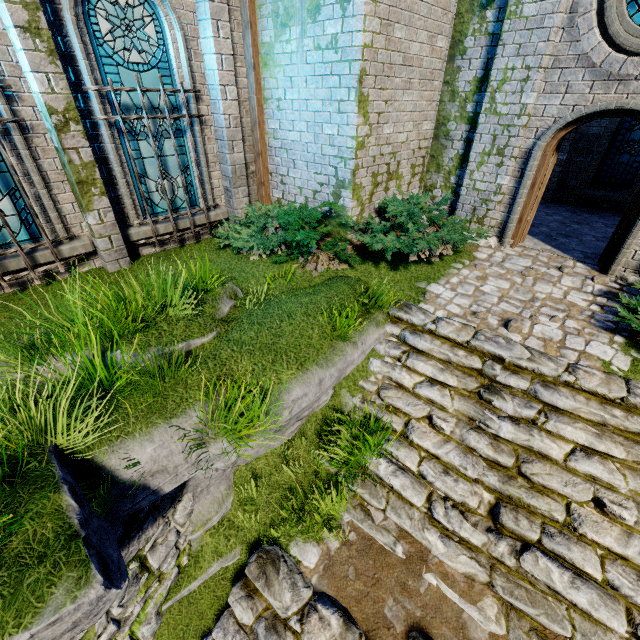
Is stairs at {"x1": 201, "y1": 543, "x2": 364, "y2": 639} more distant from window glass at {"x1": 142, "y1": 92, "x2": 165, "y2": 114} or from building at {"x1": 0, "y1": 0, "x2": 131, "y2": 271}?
window glass at {"x1": 142, "y1": 92, "x2": 165, "y2": 114}

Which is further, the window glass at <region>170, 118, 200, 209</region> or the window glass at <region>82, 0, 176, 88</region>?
the window glass at <region>170, 118, 200, 209</region>

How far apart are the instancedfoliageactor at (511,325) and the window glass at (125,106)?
7.0 meters

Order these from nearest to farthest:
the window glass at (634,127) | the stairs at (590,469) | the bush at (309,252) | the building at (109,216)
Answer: the stairs at (590,469)
the building at (109,216)
the bush at (309,252)
the window glass at (634,127)

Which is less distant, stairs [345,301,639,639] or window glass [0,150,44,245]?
stairs [345,301,639,639]

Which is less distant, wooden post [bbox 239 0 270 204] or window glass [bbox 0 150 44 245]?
window glass [bbox 0 150 44 245]

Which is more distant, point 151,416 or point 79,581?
point 151,416

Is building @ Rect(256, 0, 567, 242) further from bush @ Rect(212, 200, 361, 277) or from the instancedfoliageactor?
the instancedfoliageactor
